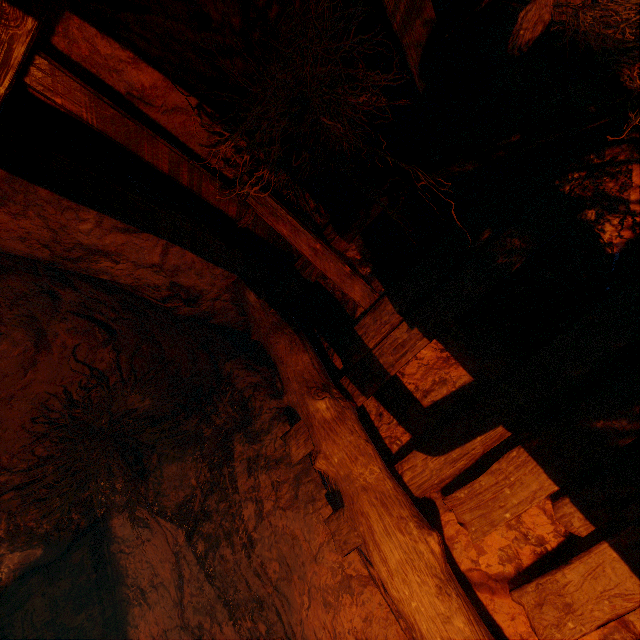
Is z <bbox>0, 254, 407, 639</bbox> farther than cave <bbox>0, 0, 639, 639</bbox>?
Yes

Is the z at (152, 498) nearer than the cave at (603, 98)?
No

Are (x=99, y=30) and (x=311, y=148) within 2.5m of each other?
yes
